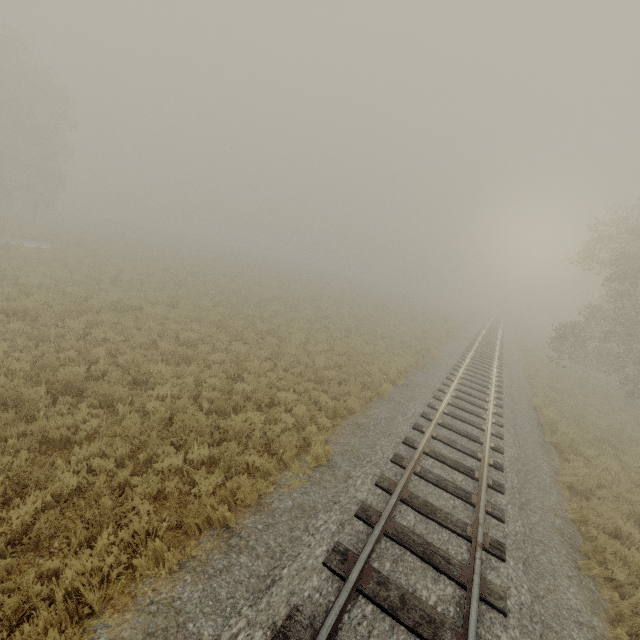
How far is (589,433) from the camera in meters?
13.6 m
